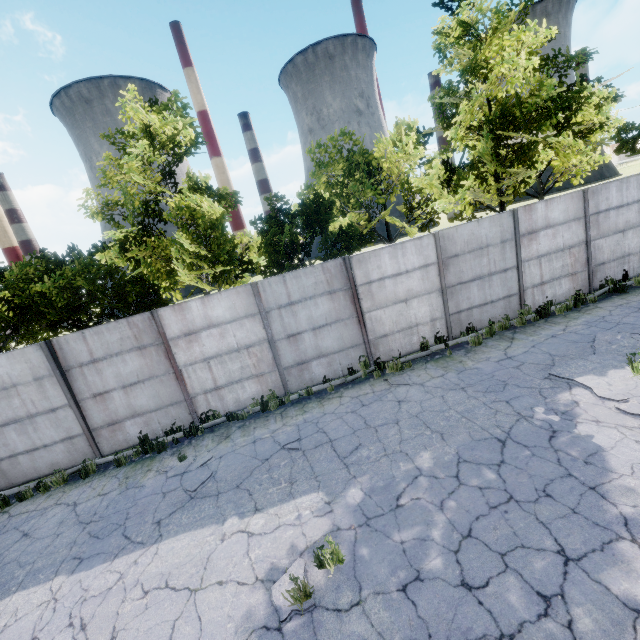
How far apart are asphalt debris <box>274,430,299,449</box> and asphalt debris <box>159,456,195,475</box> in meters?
1.6 m

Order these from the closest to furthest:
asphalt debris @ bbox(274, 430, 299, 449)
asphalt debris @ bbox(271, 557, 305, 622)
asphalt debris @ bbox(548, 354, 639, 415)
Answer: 1. asphalt debris @ bbox(271, 557, 305, 622)
2. asphalt debris @ bbox(548, 354, 639, 415)
3. asphalt debris @ bbox(274, 430, 299, 449)

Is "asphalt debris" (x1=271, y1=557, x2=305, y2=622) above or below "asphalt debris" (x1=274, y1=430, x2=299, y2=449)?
below

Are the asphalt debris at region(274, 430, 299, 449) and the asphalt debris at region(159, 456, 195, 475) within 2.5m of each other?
yes

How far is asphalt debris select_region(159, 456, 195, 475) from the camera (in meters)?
7.91

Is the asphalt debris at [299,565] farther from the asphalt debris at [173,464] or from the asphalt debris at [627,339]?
the asphalt debris at [627,339]

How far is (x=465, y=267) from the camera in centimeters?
1051cm

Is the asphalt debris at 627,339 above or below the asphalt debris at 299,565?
above
